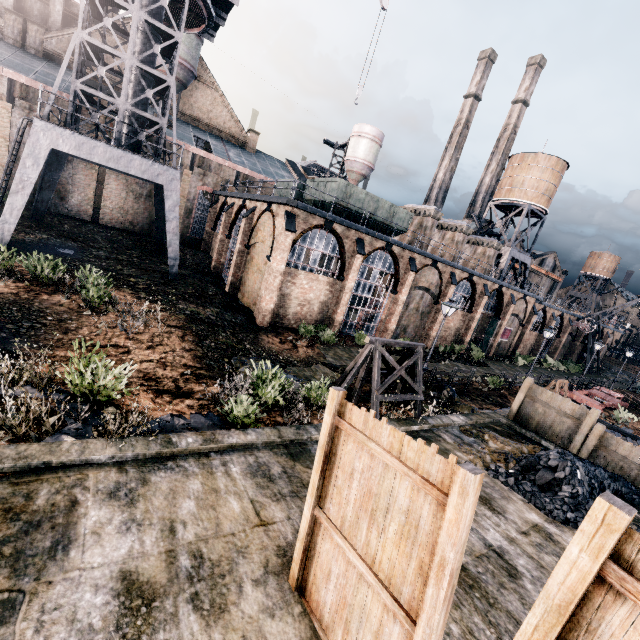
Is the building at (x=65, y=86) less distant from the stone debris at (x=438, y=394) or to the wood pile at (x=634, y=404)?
the stone debris at (x=438, y=394)

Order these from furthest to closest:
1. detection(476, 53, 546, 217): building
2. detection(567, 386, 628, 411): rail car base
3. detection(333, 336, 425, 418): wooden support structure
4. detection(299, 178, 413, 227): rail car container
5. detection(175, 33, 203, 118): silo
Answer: detection(476, 53, 546, 217): building, detection(175, 33, 203, 118): silo, detection(567, 386, 628, 411): rail car base, detection(299, 178, 413, 227): rail car container, detection(333, 336, 425, 418): wooden support structure

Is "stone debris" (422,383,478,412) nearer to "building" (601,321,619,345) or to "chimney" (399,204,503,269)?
"building" (601,321,619,345)

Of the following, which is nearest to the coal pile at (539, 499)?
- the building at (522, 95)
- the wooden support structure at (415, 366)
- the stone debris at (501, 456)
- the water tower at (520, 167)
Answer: the stone debris at (501, 456)

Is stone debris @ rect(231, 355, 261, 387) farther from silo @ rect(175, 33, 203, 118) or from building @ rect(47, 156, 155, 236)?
silo @ rect(175, 33, 203, 118)

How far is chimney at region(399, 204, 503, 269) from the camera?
31.89m

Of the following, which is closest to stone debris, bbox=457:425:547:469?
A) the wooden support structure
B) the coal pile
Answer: the coal pile

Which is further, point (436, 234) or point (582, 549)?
point (436, 234)
